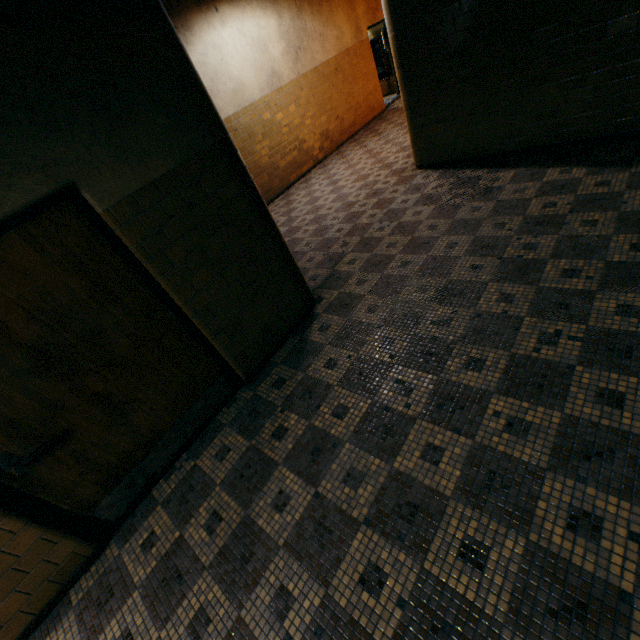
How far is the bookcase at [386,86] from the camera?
12.1 meters

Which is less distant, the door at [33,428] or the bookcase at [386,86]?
the door at [33,428]

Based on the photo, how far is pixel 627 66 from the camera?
3.6m

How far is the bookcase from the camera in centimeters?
1210cm

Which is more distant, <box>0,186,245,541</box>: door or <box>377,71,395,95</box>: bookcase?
<box>377,71,395,95</box>: bookcase
